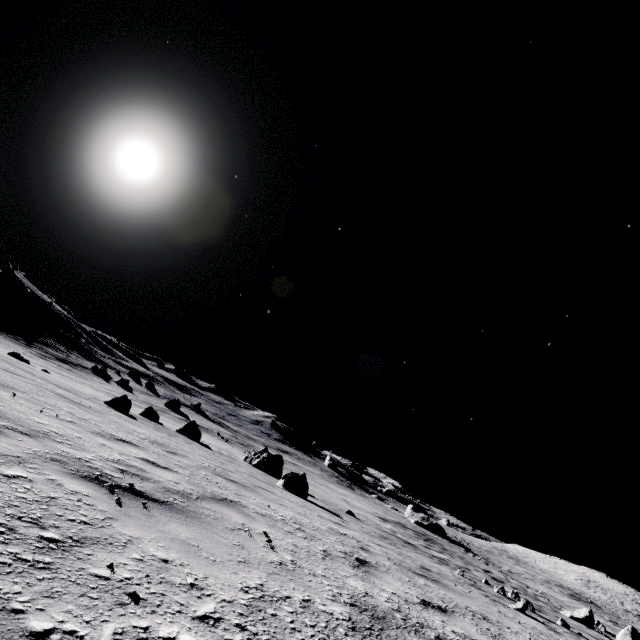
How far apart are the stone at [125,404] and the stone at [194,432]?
3.7 meters

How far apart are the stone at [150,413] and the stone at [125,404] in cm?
556

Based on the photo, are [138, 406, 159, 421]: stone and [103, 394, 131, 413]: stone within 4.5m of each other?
no

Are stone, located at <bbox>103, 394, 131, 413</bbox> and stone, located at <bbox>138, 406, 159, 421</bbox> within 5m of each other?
no

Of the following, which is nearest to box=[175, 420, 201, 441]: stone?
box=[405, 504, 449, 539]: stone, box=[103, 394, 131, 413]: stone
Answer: box=[103, 394, 131, 413]: stone

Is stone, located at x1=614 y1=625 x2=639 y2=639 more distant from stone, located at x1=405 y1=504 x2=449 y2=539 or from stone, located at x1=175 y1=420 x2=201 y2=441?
stone, located at x1=175 y1=420 x2=201 y2=441

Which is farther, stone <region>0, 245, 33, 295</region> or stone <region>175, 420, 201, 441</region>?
stone <region>0, 245, 33, 295</region>

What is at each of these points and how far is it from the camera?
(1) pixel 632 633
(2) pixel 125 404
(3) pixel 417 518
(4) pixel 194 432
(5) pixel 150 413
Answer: (1) stone, 22.7 meters
(2) stone, 12.5 meters
(3) stone, 54.7 meters
(4) stone, 16.5 meters
(5) stone, 18.2 meters
